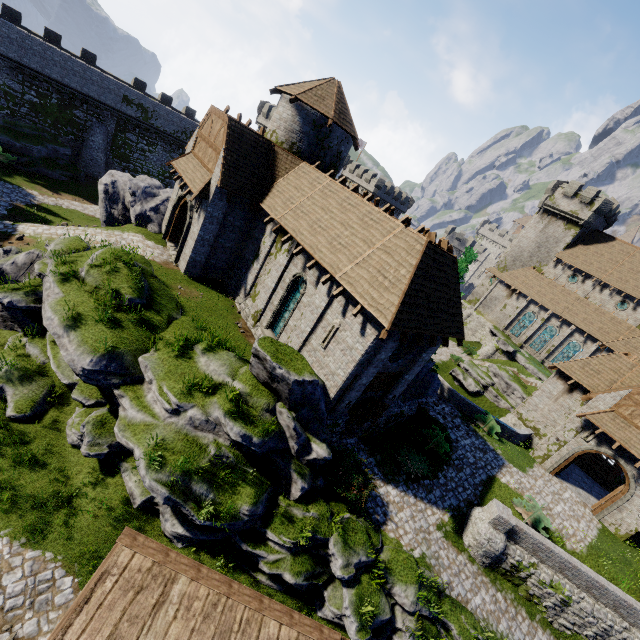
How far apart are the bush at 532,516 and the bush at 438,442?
4.1m

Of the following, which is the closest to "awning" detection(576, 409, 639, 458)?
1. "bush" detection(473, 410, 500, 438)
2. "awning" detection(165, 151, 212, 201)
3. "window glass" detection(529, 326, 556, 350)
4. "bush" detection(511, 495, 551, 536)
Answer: "bush" detection(473, 410, 500, 438)

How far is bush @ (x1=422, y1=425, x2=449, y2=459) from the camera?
19.1m

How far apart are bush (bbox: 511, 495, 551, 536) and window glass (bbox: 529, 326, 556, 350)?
29.3m

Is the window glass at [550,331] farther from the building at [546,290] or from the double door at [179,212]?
the double door at [179,212]

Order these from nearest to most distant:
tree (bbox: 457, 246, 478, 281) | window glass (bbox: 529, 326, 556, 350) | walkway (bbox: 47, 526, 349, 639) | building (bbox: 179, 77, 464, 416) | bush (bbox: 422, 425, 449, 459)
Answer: walkway (bbox: 47, 526, 349, 639) → building (bbox: 179, 77, 464, 416) → tree (bbox: 457, 246, 478, 281) → bush (bbox: 422, 425, 449, 459) → window glass (bbox: 529, 326, 556, 350)

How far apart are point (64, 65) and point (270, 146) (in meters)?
28.46

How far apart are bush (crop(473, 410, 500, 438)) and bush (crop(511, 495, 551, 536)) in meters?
4.8 m
